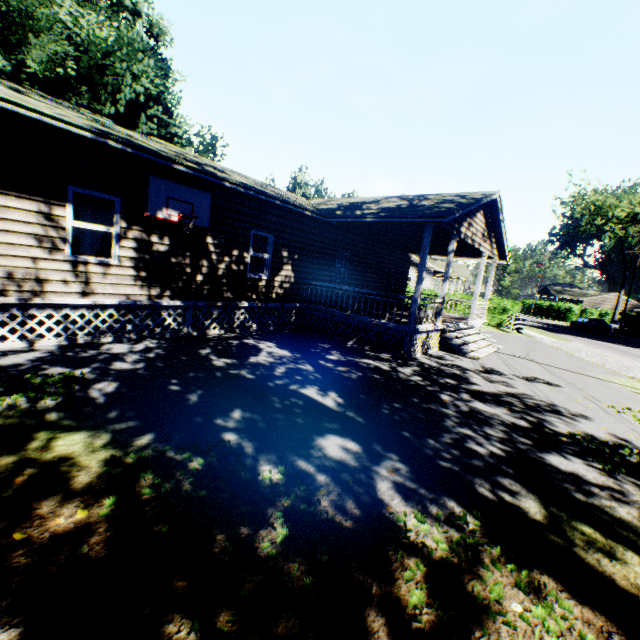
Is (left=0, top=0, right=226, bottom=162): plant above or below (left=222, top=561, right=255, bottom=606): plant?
above

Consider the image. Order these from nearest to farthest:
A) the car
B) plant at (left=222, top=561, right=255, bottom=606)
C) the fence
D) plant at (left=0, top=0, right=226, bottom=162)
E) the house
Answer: plant at (left=222, top=561, right=255, bottom=606) < the house < plant at (left=0, top=0, right=226, bottom=162) < the fence < the car

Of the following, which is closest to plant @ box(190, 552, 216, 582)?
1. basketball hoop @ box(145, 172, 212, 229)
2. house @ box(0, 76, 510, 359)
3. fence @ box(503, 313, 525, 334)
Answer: house @ box(0, 76, 510, 359)

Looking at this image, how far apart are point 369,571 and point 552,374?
11.7m

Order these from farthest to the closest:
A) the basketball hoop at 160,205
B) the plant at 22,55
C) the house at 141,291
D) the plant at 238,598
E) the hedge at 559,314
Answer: the hedge at 559,314
the plant at 22,55
the basketball hoop at 160,205
the house at 141,291
the plant at 238,598

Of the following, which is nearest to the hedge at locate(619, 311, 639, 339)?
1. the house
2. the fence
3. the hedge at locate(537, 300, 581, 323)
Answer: the hedge at locate(537, 300, 581, 323)

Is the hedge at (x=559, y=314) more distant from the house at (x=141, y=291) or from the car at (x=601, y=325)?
the house at (x=141, y=291)

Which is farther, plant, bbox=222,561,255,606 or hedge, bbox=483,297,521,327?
hedge, bbox=483,297,521,327
